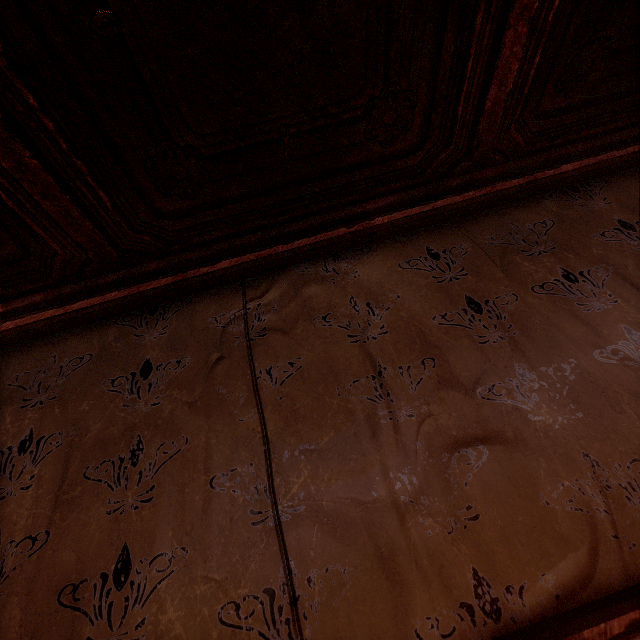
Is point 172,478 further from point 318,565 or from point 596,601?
point 596,601
